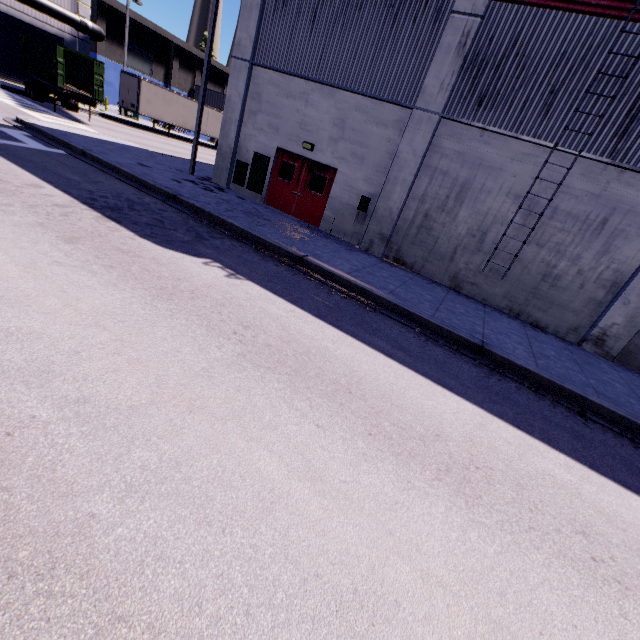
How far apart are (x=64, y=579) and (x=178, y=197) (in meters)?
10.47

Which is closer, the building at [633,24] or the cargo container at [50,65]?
the building at [633,24]

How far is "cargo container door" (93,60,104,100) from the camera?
18.58m

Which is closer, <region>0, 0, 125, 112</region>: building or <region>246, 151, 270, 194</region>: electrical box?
<region>246, 151, 270, 194</region>: electrical box

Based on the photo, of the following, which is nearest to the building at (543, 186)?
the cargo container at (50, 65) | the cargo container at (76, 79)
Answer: the cargo container at (76, 79)

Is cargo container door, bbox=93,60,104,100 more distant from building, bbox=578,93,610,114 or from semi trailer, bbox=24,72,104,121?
building, bbox=578,93,610,114

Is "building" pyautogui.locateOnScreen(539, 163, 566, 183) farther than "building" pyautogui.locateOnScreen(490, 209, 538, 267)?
No

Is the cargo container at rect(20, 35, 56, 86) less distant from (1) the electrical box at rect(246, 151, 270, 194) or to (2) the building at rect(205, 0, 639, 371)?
(2) the building at rect(205, 0, 639, 371)
